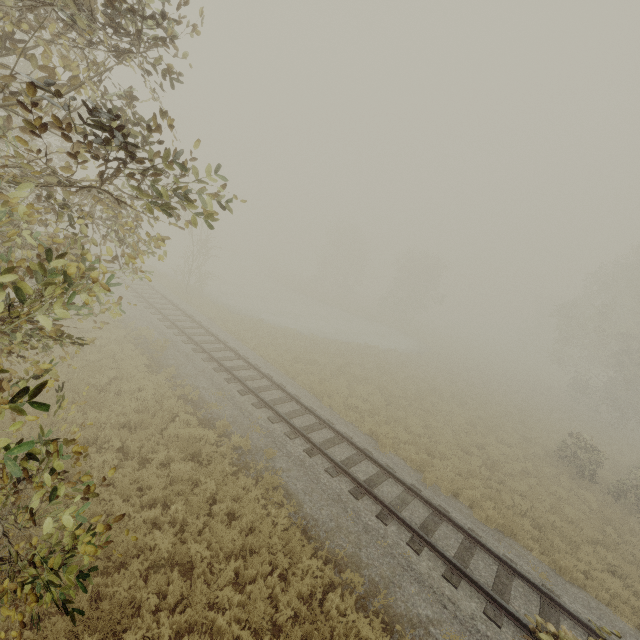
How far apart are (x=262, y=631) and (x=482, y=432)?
15.6m

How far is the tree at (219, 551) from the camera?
7.2 meters

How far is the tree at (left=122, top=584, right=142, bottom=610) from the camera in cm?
568

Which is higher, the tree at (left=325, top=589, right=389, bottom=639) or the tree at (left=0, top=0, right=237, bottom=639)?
the tree at (left=0, top=0, right=237, bottom=639)

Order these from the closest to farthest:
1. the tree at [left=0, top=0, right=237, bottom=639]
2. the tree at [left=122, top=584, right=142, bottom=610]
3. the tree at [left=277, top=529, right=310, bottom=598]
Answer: the tree at [left=0, top=0, right=237, bottom=639], the tree at [left=122, top=584, right=142, bottom=610], the tree at [left=277, top=529, right=310, bottom=598]
